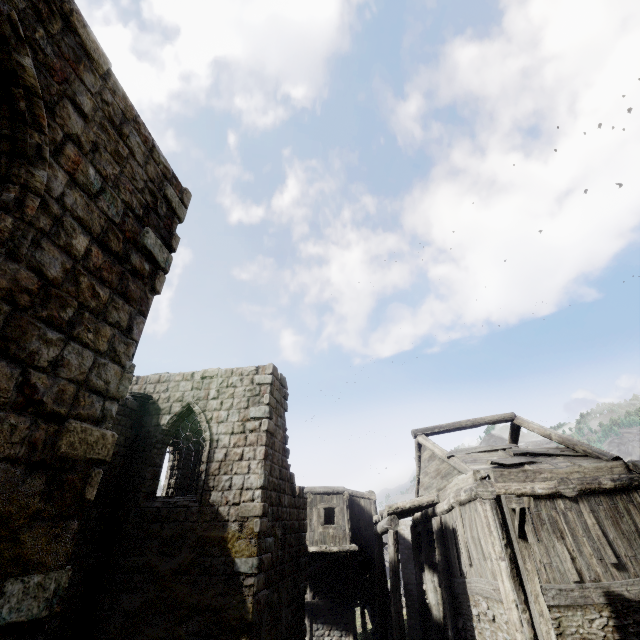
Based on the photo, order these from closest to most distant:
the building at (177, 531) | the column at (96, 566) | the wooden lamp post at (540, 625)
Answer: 1. the building at (177, 531)
2. the wooden lamp post at (540, 625)
3. the column at (96, 566)

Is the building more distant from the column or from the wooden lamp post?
the wooden lamp post

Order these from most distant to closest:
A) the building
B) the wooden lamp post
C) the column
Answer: the column
the wooden lamp post
the building

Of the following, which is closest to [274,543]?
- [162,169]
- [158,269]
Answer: [158,269]

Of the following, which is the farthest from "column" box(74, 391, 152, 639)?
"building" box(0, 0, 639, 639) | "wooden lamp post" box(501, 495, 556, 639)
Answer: "wooden lamp post" box(501, 495, 556, 639)

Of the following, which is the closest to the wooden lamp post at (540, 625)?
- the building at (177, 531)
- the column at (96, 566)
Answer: the building at (177, 531)
